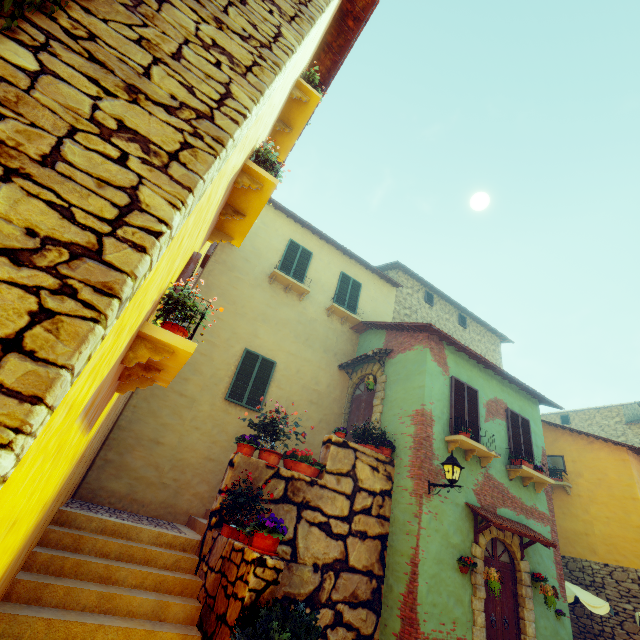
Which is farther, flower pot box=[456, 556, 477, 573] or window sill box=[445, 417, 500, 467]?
window sill box=[445, 417, 500, 467]

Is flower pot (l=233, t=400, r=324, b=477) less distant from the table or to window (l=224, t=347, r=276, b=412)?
window (l=224, t=347, r=276, b=412)

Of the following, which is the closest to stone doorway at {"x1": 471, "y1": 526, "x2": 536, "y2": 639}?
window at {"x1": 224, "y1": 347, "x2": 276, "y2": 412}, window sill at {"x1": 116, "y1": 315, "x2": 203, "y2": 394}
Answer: window at {"x1": 224, "y1": 347, "x2": 276, "y2": 412}

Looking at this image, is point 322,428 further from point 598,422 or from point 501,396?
point 598,422

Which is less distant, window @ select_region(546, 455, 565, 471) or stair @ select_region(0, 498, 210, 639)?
stair @ select_region(0, 498, 210, 639)

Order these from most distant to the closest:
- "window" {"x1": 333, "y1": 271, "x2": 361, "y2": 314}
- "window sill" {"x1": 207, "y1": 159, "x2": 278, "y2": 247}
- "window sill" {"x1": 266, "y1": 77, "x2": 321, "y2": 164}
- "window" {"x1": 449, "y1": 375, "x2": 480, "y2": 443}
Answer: "window" {"x1": 333, "y1": 271, "x2": 361, "y2": 314} < "window" {"x1": 449, "y1": 375, "x2": 480, "y2": 443} < "window sill" {"x1": 266, "y1": 77, "x2": 321, "y2": 164} < "window sill" {"x1": 207, "y1": 159, "x2": 278, "y2": 247}

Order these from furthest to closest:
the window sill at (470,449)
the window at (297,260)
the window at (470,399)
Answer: the window at (297,260), the window at (470,399), the window sill at (470,449)

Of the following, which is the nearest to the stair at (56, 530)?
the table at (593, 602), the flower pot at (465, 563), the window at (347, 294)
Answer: the flower pot at (465, 563)
